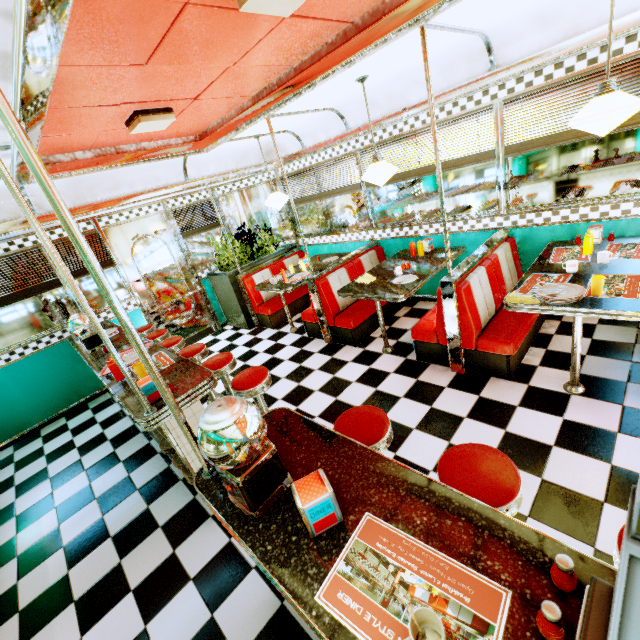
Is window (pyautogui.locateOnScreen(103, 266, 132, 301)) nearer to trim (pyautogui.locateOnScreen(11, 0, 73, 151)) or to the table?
trim (pyautogui.locateOnScreen(11, 0, 73, 151))

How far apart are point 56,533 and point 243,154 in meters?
5.6

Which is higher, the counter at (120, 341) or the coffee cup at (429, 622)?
the coffee cup at (429, 622)

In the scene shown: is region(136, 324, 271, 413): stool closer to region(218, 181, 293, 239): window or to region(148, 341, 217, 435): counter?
region(148, 341, 217, 435): counter

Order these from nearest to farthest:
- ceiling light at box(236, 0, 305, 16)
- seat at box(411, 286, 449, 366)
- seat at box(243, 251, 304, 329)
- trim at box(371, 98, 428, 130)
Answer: ceiling light at box(236, 0, 305, 16) → seat at box(411, 286, 449, 366) → trim at box(371, 98, 428, 130) → seat at box(243, 251, 304, 329)

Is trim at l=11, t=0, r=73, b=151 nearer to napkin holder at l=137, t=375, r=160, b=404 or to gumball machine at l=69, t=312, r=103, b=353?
gumball machine at l=69, t=312, r=103, b=353

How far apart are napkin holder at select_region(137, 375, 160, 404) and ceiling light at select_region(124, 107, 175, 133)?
2.2 meters

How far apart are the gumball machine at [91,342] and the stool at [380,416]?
3.4m
